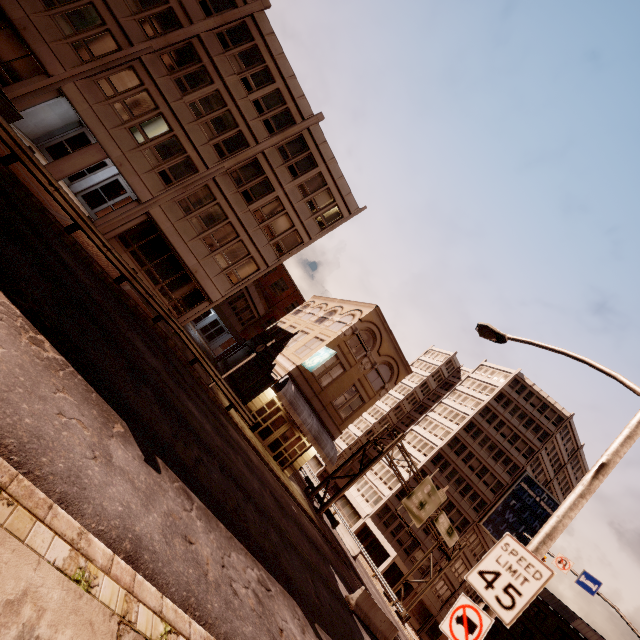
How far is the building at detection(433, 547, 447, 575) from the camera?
42.9 meters

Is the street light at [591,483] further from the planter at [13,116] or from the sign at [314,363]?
the planter at [13,116]

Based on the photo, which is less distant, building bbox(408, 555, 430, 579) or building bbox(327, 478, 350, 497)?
building bbox(408, 555, 430, 579)

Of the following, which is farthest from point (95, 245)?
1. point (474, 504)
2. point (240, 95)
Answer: point (474, 504)

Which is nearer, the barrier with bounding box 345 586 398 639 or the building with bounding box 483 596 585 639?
the barrier with bounding box 345 586 398 639

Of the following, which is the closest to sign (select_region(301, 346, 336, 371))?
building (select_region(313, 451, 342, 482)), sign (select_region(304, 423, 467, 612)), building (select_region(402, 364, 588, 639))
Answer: sign (select_region(304, 423, 467, 612))

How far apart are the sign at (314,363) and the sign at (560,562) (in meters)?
16.14

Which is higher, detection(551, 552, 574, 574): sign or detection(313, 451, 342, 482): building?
detection(551, 552, 574, 574): sign
